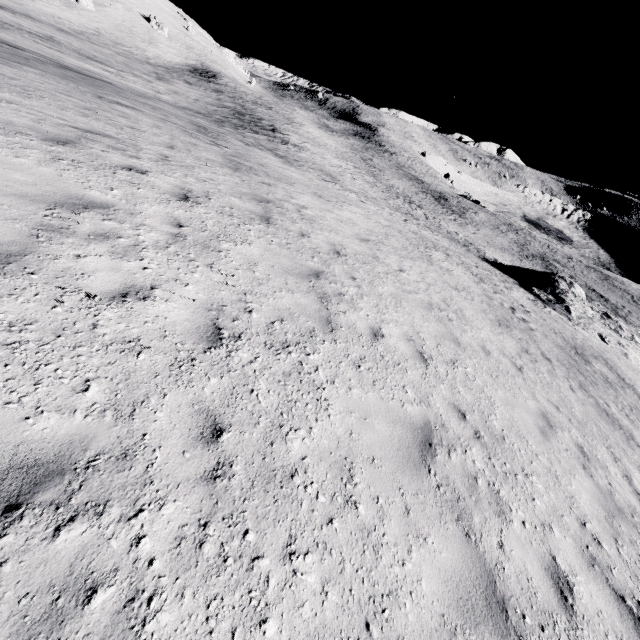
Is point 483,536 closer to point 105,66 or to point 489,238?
point 105,66
